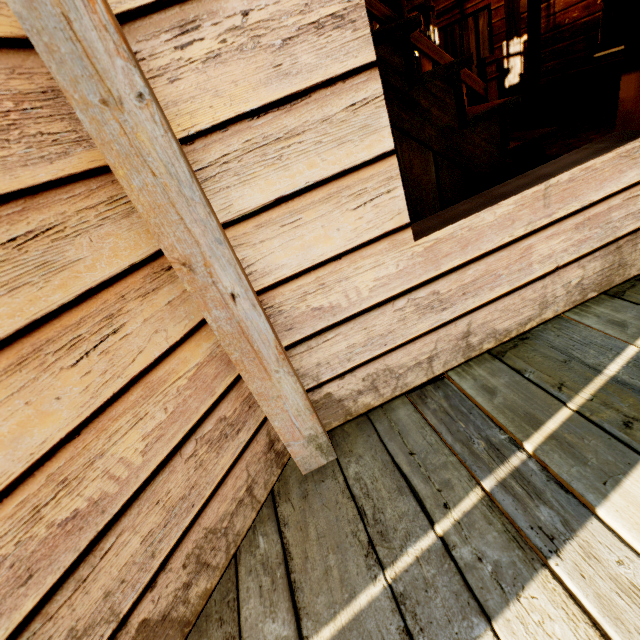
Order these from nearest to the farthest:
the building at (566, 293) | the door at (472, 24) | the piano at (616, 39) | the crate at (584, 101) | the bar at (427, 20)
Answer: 1. the building at (566, 293)
2. the piano at (616, 39)
3. the crate at (584, 101)
4. the bar at (427, 20)
5. the door at (472, 24)

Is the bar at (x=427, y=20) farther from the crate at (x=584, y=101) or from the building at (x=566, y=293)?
the crate at (x=584, y=101)

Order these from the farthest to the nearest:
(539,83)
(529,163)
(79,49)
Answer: (539,83) → (529,163) → (79,49)

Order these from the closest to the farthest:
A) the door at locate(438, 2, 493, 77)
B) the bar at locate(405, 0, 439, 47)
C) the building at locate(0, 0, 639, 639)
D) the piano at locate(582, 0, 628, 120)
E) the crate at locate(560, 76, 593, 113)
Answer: the building at locate(0, 0, 639, 639) → the piano at locate(582, 0, 628, 120) → the crate at locate(560, 76, 593, 113) → the bar at locate(405, 0, 439, 47) → the door at locate(438, 2, 493, 77)

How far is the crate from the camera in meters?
5.1

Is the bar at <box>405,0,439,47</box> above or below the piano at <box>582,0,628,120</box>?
above

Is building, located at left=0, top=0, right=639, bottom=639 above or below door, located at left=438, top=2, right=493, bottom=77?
below

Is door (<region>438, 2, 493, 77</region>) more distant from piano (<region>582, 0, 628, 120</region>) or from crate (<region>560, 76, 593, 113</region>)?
piano (<region>582, 0, 628, 120</region>)
